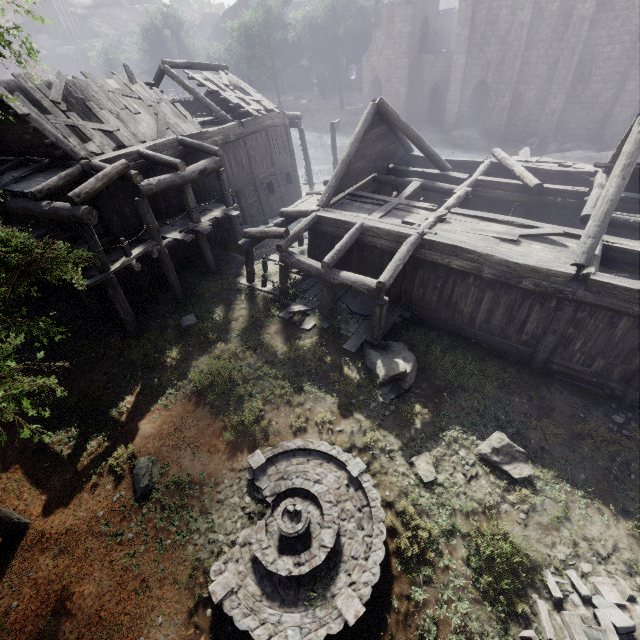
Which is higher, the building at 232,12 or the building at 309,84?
the building at 232,12

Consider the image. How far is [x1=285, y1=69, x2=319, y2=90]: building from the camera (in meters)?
56.78

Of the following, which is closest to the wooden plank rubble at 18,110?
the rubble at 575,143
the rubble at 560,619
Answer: the rubble at 560,619

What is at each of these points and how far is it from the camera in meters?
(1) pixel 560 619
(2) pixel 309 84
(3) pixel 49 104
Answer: (1) rubble, 6.3 m
(2) building, 57.5 m
(3) wooden plank rubble, 13.3 m

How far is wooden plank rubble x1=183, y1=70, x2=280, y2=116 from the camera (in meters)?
19.36

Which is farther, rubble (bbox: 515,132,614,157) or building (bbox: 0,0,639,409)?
rubble (bbox: 515,132,614,157)

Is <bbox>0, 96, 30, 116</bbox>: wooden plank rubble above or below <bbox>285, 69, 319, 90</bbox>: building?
above
